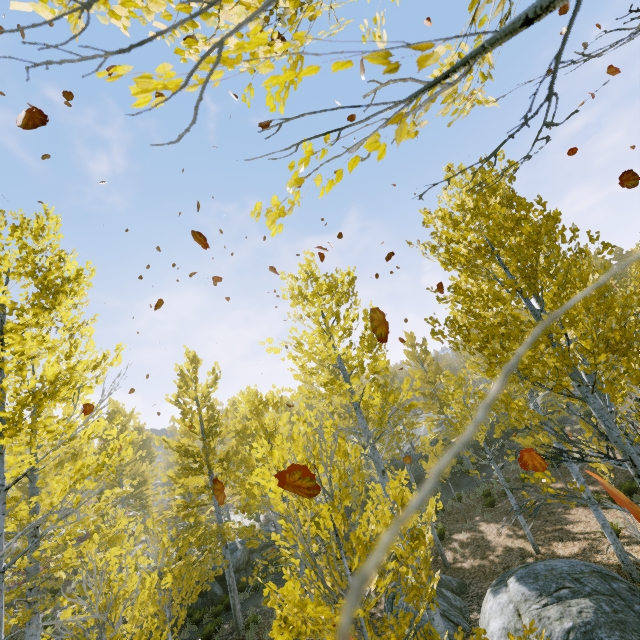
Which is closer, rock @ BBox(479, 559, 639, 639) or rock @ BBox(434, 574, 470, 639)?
rock @ BBox(479, 559, 639, 639)

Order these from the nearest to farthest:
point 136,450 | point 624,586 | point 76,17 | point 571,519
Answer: point 76,17 → point 624,586 → point 571,519 → point 136,450

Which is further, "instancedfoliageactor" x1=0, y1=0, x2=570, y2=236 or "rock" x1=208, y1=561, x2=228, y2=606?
"rock" x1=208, y1=561, x2=228, y2=606

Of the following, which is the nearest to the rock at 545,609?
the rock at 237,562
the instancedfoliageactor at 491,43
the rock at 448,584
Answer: the rock at 448,584

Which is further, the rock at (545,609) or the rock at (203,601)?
the rock at (203,601)

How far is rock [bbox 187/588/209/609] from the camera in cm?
1637

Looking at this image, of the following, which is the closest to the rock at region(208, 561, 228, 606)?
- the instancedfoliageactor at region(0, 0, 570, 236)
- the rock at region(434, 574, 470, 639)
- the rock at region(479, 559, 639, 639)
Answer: the instancedfoliageactor at region(0, 0, 570, 236)
